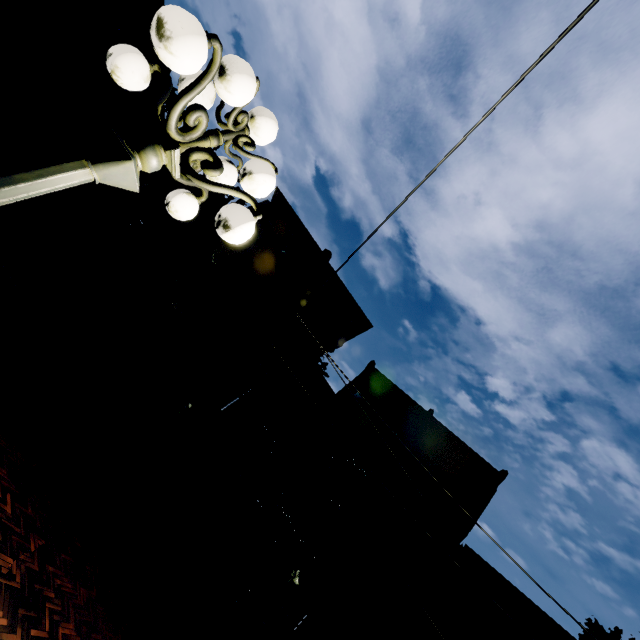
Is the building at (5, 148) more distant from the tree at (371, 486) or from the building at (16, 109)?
the building at (16, 109)

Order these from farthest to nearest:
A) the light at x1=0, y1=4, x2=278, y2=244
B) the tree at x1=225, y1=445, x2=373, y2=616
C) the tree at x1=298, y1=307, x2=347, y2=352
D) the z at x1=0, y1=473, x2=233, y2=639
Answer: the tree at x1=298, y1=307, x2=347, y2=352, the tree at x1=225, y1=445, x2=373, y2=616, the z at x1=0, y1=473, x2=233, y2=639, the light at x1=0, y1=4, x2=278, y2=244

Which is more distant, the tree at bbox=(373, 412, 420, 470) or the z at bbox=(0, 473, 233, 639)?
the tree at bbox=(373, 412, 420, 470)

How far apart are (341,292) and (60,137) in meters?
18.6

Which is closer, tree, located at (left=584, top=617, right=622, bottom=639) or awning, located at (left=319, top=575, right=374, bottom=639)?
tree, located at (left=584, top=617, right=622, bottom=639)

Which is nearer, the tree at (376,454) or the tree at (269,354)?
the tree at (269,354)

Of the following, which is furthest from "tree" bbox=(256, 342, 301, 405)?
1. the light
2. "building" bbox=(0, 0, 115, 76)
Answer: the light

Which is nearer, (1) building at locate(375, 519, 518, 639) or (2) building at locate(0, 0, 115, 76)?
(1) building at locate(375, 519, 518, 639)
